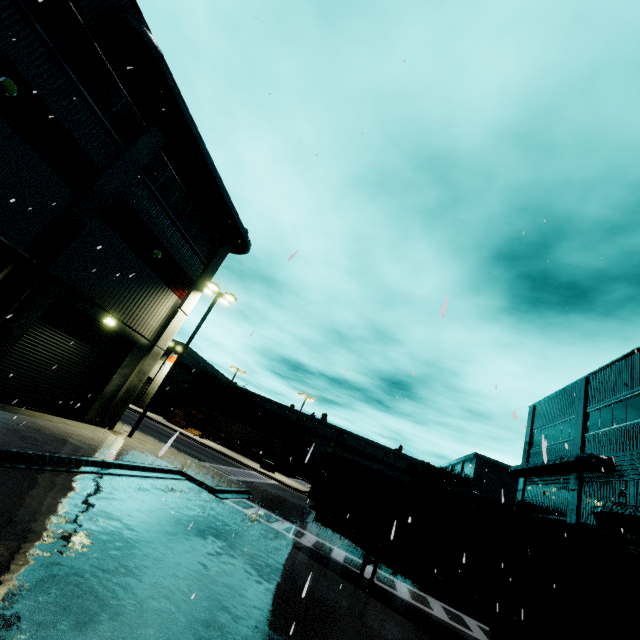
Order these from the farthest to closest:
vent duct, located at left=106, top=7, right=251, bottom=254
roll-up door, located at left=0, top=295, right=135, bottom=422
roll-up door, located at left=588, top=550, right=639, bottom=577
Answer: roll-up door, located at left=588, top=550, right=639, bottom=577 → roll-up door, located at left=0, top=295, right=135, bottom=422 → vent duct, located at left=106, top=7, right=251, bottom=254

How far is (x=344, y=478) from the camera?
12.6m

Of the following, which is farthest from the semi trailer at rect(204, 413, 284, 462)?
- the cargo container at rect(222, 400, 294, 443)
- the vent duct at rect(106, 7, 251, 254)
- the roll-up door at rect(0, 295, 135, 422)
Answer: the vent duct at rect(106, 7, 251, 254)

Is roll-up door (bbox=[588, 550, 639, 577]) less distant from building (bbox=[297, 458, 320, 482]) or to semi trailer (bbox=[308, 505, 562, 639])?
building (bbox=[297, 458, 320, 482])

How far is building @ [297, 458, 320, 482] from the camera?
58.7 meters

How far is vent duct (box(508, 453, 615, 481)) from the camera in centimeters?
1723cm

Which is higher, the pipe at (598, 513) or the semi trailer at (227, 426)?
the pipe at (598, 513)

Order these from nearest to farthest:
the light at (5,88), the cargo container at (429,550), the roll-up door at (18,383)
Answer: the cargo container at (429,550), the light at (5,88), the roll-up door at (18,383)
